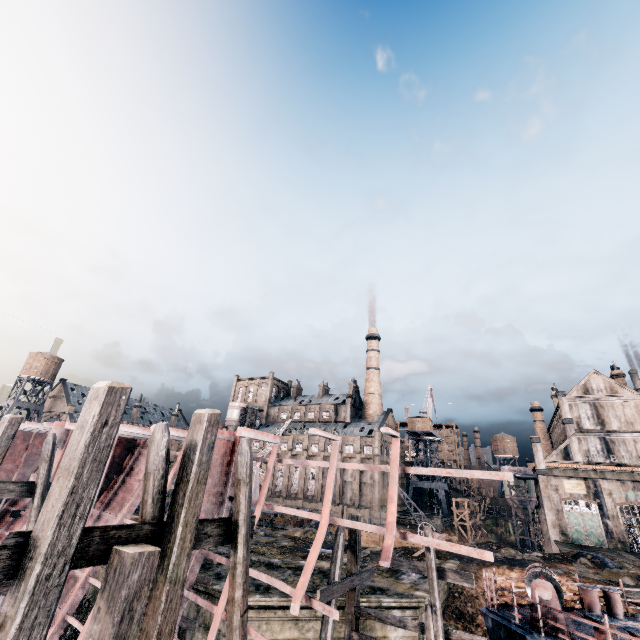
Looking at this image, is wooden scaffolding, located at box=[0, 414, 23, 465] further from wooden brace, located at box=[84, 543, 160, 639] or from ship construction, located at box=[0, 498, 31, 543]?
wooden brace, located at box=[84, 543, 160, 639]

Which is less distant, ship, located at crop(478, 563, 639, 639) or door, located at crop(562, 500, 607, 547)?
ship, located at crop(478, 563, 639, 639)

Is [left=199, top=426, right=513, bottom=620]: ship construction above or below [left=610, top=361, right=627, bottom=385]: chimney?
below

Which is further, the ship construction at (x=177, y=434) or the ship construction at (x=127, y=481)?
the ship construction at (x=127, y=481)

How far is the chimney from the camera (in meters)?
50.19

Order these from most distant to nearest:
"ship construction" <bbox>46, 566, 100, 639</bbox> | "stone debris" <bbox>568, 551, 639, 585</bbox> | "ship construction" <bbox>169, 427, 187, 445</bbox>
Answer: "stone debris" <bbox>568, 551, 639, 585</bbox>
"ship construction" <bbox>169, 427, 187, 445</bbox>
"ship construction" <bbox>46, 566, 100, 639</bbox>

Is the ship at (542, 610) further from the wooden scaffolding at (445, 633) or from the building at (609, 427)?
the building at (609, 427)

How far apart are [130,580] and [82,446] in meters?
1.9 m
